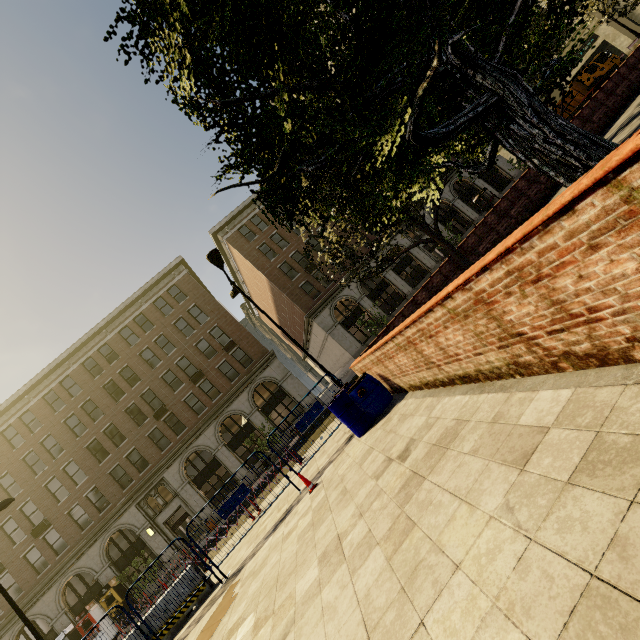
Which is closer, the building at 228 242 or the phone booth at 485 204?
the building at 228 242

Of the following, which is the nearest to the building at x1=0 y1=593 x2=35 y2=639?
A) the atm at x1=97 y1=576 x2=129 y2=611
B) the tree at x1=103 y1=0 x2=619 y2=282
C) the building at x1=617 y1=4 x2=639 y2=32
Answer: the atm at x1=97 y1=576 x2=129 y2=611

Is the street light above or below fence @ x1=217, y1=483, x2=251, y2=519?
above

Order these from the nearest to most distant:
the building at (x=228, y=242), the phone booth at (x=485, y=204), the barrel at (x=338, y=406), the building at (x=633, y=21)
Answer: the barrel at (x=338, y=406) → the building at (x=228, y=242) → the building at (x=633, y=21) → the phone booth at (x=485, y=204)

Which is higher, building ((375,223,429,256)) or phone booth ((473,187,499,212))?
building ((375,223,429,256))

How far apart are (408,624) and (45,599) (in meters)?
36.10

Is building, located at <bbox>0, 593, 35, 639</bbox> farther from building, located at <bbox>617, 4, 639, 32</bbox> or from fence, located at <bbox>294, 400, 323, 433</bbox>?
fence, located at <bbox>294, 400, 323, 433</bbox>

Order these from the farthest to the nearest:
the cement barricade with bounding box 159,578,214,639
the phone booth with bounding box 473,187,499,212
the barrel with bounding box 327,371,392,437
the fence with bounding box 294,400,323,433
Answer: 1. the phone booth with bounding box 473,187,499,212
2. the fence with bounding box 294,400,323,433
3. the cement barricade with bounding box 159,578,214,639
4. the barrel with bounding box 327,371,392,437
